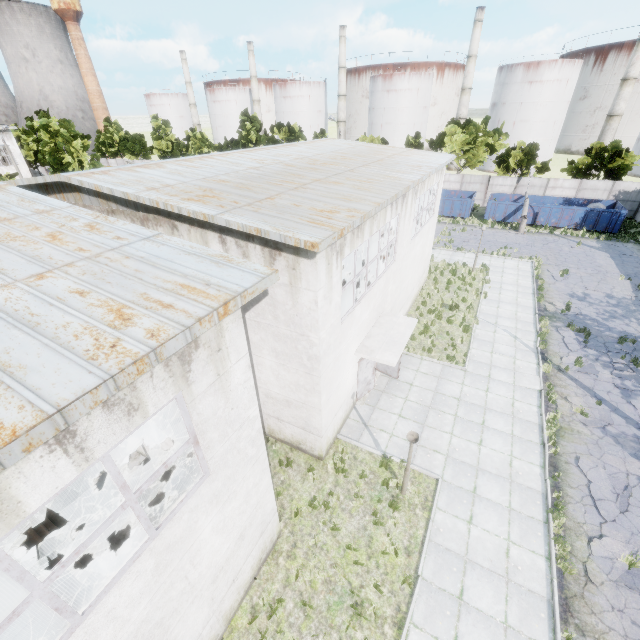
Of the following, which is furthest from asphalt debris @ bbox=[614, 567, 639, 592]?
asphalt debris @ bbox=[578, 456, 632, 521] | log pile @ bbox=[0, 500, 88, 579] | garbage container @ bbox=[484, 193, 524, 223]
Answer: garbage container @ bbox=[484, 193, 524, 223]

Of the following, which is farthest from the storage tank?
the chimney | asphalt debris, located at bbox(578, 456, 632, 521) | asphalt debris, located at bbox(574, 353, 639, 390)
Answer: asphalt debris, located at bbox(578, 456, 632, 521)

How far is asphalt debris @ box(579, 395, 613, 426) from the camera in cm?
1221

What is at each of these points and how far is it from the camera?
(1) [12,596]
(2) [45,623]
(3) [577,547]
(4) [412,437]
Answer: (1) log pile, 6.8m
(2) log pile, 6.6m
(3) asphalt debris, 8.8m
(4) lamp post, 8.3m

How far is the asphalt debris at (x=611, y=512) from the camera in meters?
9.6

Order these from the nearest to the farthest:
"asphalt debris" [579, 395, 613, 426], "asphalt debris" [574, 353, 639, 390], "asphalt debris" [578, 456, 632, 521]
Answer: "asphalt debris" [578, 456, 632, 521] < "asphalt debris" [579, 395, 613, 426] < "asphalt debris" [574, 353, 639, 390]

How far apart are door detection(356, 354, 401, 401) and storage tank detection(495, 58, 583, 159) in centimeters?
6651cm

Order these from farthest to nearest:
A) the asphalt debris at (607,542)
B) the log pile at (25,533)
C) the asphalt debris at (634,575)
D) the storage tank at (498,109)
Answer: the storage tank at (498,109) < the asphalt debris at (607,542) < the asphalt debris at (634,575) < the log pile at (25,533)
